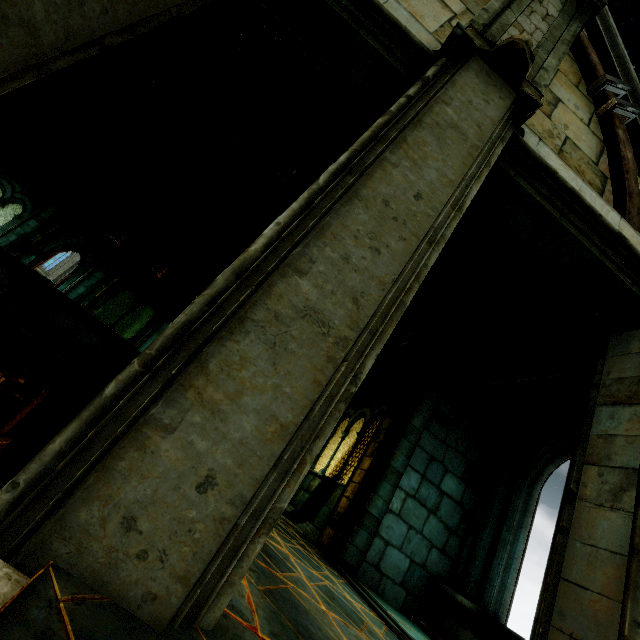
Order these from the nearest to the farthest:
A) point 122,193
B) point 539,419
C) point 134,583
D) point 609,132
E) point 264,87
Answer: point 134,583, point 609,132, point 539,419, point 264,87, point 122,193

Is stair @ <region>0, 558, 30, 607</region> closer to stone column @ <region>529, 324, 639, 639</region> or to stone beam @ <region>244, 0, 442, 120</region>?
stone column @ <region>529, 324, 639, 639</region>

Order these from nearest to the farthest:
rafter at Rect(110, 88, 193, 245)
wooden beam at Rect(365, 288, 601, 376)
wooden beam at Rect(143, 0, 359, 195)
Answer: wooden beam at Rect(365, 288, 601, 376)
wooden beam at Rect(143, 0, 359, 195)
rafter at Rect(110, 88, 193, 245)

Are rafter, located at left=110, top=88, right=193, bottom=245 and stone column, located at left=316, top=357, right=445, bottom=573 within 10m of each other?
no

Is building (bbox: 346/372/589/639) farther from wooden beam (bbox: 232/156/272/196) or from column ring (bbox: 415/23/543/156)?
wooden beam (bbox: 232/156/272/196)

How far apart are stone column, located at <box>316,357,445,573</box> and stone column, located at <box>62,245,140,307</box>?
12.3 meters

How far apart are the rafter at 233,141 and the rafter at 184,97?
1.66m

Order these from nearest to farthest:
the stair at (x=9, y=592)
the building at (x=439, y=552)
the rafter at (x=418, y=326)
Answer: the stair at (x=9, y=592) < the building at (x=439, y=552) < the rafter at (x=418, y=326)
